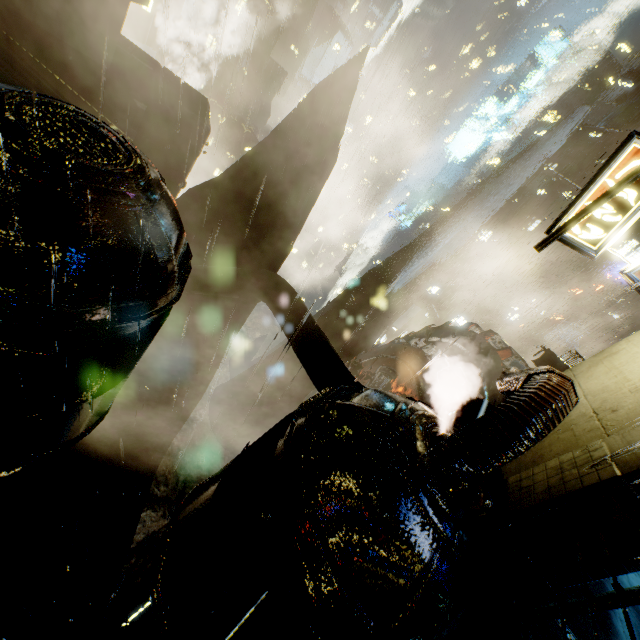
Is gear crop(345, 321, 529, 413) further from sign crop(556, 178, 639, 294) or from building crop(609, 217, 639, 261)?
sign crop(556, 178, 639, 294)

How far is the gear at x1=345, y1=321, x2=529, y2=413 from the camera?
14.9m

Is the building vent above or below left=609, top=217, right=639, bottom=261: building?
below

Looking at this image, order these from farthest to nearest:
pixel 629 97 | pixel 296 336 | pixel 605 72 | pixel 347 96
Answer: pixel 605 72
pixel 629 97
pixel 347 96
pixel 296 336

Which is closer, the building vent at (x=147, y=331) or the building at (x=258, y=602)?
the building at (x=258, y=602)

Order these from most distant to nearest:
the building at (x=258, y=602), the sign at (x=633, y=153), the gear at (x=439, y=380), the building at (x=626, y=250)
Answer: the building at (x=626, y=250), the gear at (x=439, y=380), the sign at (x=633, y=153), the building at (x=258, y=602)

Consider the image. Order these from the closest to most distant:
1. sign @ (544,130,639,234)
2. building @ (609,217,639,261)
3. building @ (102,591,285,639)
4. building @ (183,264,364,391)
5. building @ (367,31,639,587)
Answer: building @ (102,591,285,639) → building @ (367,31,639,587) → sign @ (544,130,639,234) → building @ (183,264,364,391) → building @ (609,217,639,261)

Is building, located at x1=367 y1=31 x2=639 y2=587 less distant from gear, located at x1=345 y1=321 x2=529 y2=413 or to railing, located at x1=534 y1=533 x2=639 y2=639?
railing, located at x1=534 y1=533 x2=639 y2=639
